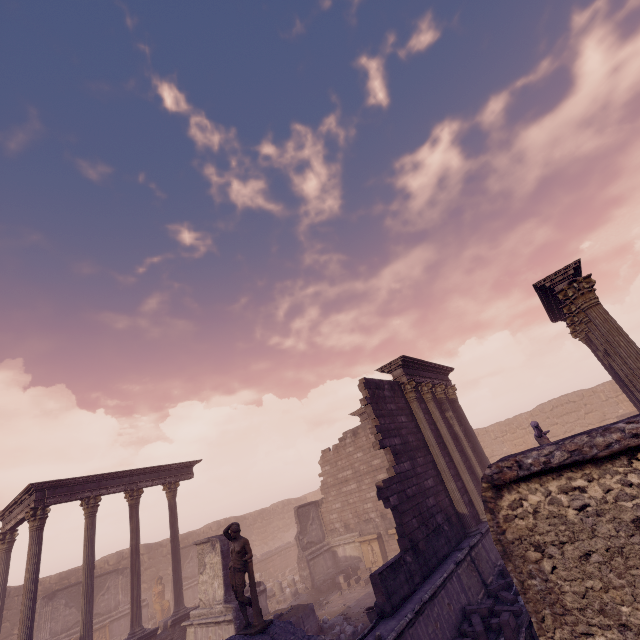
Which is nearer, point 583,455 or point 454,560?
point 583,455

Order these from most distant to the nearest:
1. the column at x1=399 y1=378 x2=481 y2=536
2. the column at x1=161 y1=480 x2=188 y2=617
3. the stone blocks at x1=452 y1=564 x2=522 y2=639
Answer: the column at x1=161 y1=480 x2=188 y2=617 → the column at x1=399 y1=378 x2=481 y2=536 → the stone blocks at x1=452 y1=564 x2=522 y2=639

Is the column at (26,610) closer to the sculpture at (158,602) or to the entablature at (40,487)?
Result: the entablature at (40,487)

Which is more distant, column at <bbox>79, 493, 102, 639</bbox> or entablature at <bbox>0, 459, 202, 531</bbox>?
entablature at <bbox>0, 459, 202, 531</bbox>

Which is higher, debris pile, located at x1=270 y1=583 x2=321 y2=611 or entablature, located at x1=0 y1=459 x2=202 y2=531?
entablature, located at x1=0 y1=459 x2=202 y2=531

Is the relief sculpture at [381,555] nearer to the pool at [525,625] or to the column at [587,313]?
the pool at [525,625]

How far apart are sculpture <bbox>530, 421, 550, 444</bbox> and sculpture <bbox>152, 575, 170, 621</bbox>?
23.03m

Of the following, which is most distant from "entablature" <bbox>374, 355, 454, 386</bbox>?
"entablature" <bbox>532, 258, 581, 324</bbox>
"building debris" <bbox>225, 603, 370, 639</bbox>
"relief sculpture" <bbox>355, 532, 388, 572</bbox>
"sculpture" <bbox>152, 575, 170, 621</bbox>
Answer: "sculpture" <bbox>152, 575, 170, 621</bbox>
